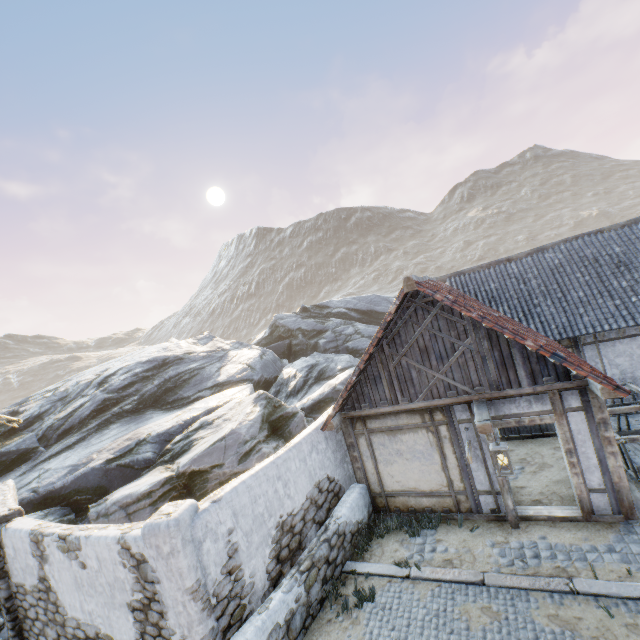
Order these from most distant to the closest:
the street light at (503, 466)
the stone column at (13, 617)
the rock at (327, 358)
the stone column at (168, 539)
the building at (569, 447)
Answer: the rock at (327, 358) < the stone column at (13, 617) < the building at (569, 447) < the street light at (503, 466) < the stone column at (168, 539)

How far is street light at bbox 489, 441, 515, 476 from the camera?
5.9 meters

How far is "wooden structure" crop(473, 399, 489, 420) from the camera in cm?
618

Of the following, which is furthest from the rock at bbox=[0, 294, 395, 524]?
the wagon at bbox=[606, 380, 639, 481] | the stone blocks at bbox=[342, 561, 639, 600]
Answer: the wagon at bbox=[606, 380, 639, 481]

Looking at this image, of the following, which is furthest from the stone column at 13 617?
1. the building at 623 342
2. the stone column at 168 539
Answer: the building at 623 342

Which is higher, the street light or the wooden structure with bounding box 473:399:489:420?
the wooden structure with bounding box 473:399:489:420

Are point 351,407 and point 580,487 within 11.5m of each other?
yes
